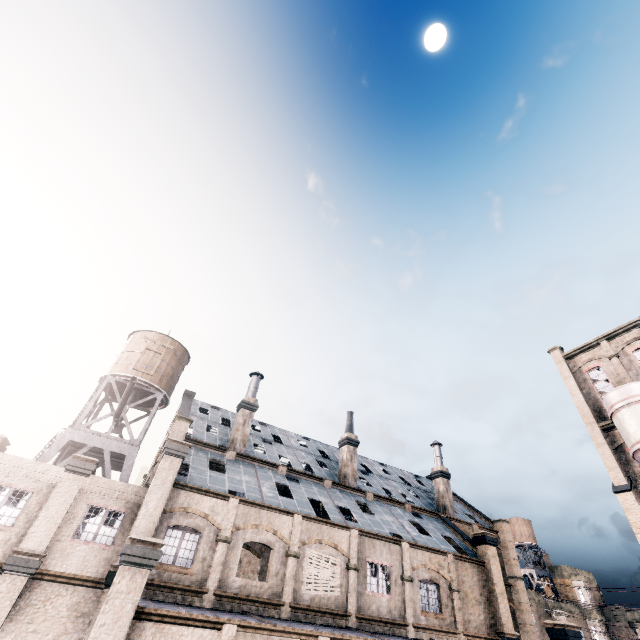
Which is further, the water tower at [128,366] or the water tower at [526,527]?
the water tower at [526,527]

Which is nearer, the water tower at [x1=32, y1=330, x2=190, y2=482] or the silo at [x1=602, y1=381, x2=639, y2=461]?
the silo at [x1=602, y1=381, x2=639, y2=461]

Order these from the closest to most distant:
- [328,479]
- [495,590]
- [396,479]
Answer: [495,590] → [328,479] → [396,479]

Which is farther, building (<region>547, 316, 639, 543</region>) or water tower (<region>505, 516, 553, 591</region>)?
water tower (<region>505, 516, 553, 591</region>)

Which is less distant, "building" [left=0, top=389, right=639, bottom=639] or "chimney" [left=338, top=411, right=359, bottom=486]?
"building" [left=0, top=389, right=639, bottom=639]

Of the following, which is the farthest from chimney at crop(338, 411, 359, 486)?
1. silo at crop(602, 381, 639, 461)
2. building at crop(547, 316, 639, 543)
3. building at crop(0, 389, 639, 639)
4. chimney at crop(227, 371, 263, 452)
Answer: building at crop(547, 316, 639, 543)

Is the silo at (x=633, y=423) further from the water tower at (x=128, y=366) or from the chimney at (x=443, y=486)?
the water tower at (x=128, y=366)

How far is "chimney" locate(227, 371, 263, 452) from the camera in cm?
2692
